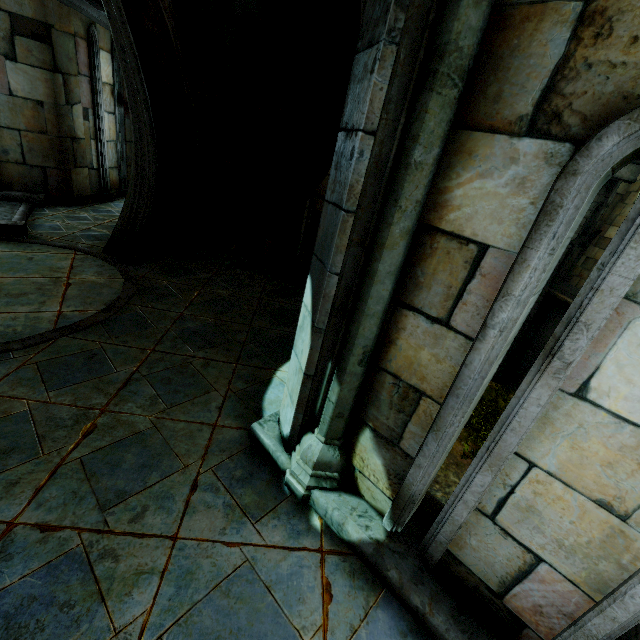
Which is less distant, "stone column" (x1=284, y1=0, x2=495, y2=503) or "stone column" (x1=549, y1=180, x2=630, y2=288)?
"stone column" (x1=284, y1=0, x2=495, y2=503)

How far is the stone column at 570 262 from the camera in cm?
1168

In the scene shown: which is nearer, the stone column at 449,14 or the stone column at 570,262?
the stone column at 449,14

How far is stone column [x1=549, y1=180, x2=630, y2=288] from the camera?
11.7 meters

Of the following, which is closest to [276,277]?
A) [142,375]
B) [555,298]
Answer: [142,375]
